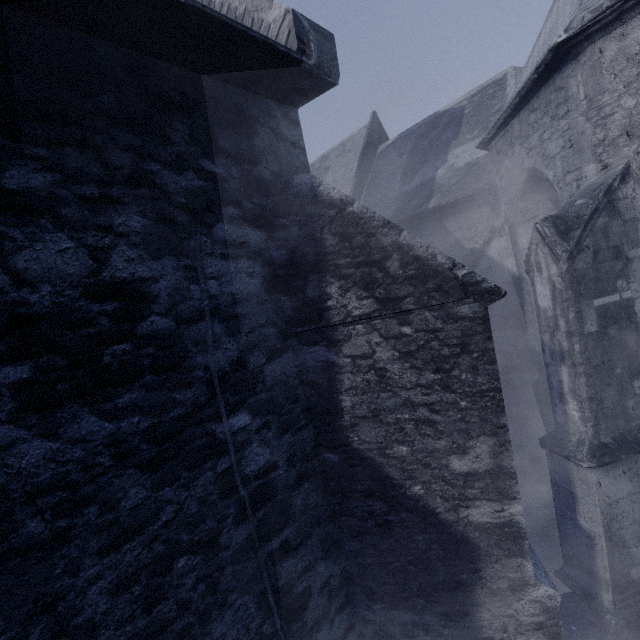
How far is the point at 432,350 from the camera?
2.6m
